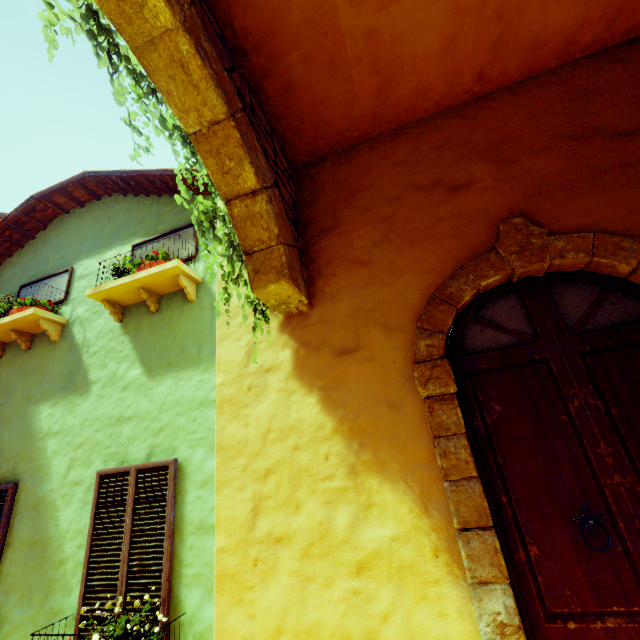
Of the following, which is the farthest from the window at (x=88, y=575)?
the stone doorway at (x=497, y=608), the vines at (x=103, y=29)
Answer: the stone doorway at (x=497, y=608)

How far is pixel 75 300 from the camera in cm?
518

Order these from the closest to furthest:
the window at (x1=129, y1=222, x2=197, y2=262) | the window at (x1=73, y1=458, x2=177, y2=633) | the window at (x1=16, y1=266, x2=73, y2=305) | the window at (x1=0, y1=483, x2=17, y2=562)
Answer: the window at (x1=73, y1=458, x2=177, y2=633), the window at (x1=0, y1=483, x2=17, y2=562), the window at (x1=129, y1=222, x2=197, y2=262), the window at (x1=16, y1=266, x2=73, y2=305)

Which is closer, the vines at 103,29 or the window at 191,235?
the vines at 103,29

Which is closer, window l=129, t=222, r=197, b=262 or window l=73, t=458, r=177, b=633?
window l=73, t=458, r=177, b=633

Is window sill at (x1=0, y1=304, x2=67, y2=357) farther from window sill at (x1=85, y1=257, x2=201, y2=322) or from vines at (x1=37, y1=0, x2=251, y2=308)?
vines at (x1=37, y1=0, x2=251, y2=308)

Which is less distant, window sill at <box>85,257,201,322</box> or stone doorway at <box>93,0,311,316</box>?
stone doorway at <box>93,0,311,316</box>

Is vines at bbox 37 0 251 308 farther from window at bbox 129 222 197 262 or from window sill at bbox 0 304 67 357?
window sill at bbox 0 304 67 357
